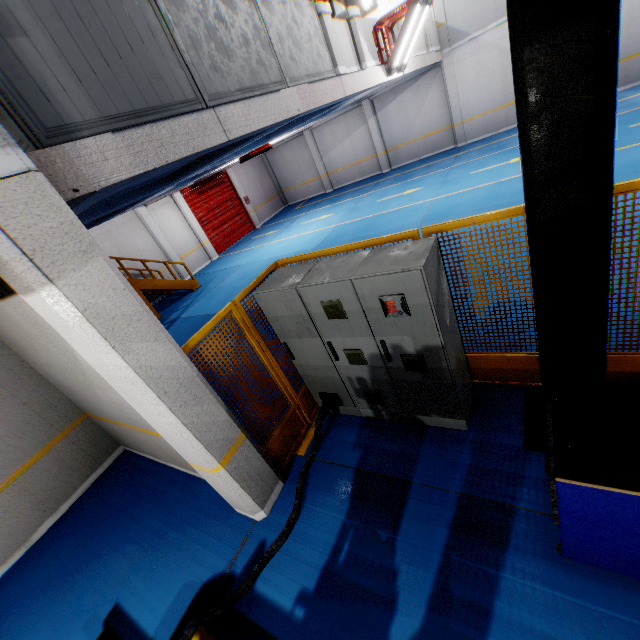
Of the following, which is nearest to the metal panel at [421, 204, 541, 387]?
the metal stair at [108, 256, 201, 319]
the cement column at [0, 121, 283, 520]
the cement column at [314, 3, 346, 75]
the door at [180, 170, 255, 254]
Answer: the cement column at [0, 121, 283, 520]

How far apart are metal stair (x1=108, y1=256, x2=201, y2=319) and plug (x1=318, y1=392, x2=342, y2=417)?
10.3 meters

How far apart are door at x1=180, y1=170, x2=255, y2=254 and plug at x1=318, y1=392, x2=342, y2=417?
15.4 meters

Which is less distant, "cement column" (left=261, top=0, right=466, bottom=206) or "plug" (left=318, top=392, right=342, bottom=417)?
"plug" (left=318, top=392, right=342, bottom=417)

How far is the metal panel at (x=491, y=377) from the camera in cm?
298

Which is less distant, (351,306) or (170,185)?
(351,306)

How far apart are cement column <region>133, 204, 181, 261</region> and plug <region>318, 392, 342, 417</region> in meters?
13.9 m

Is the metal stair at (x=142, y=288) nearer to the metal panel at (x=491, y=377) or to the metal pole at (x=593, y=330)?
the metal panel at (x=491, y=377)
